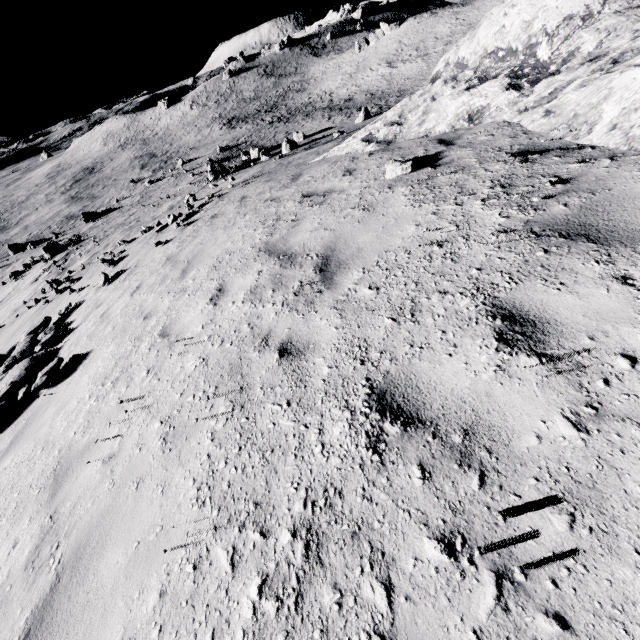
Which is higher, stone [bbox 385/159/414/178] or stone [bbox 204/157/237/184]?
stone [bbox 385/159/414/178]

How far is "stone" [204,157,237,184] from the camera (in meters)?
29.84

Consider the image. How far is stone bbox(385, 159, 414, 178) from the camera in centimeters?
534cm

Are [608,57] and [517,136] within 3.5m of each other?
yes

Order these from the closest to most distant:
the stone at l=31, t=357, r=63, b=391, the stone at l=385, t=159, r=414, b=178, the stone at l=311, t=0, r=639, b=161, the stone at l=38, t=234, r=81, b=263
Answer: the stone at l=311, t=0, r=639, b=161, the stone at l=385, t=159, r=414, b=178, the stone at l=31, t=357, r=63, b=391, the stone at l=38, t=234, r=81, b=263

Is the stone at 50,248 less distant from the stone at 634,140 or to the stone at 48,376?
the stone at 48,376

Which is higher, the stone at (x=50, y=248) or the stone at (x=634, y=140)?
the stone at (x=634, y=140)

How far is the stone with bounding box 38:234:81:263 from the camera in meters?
29.6 m
